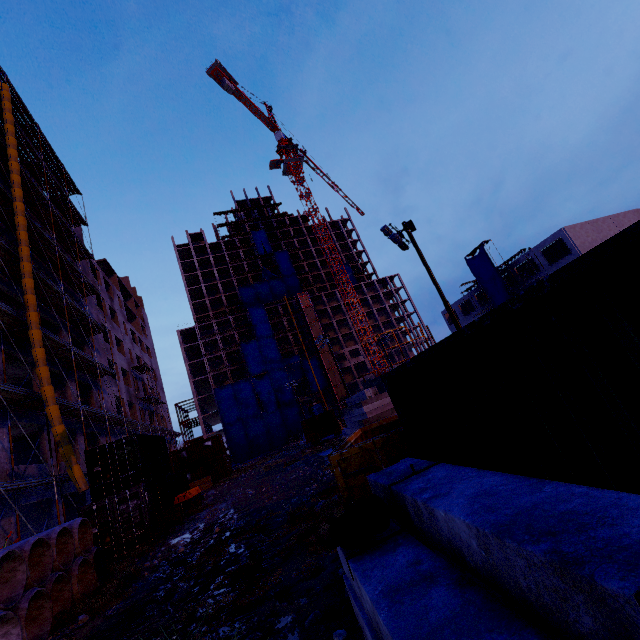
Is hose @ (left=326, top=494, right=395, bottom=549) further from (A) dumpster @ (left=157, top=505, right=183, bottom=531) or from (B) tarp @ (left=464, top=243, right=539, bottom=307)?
(B) tarp @ (left=464, top=243, right=539, bottom=307)

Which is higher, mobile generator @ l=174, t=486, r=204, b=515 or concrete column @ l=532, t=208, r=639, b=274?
concrete column @ l=532, t=208, r=639, b=274

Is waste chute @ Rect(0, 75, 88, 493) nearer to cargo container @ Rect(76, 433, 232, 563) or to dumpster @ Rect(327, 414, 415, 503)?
cargo container @ Rect(76, 433, 232, 563)

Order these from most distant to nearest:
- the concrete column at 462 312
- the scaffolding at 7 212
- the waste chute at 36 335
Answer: the concrete column at 462 312, the scaffolding at 7 212, the waste chute at 36 335

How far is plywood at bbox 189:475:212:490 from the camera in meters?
30.9

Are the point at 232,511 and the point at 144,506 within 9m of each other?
yes

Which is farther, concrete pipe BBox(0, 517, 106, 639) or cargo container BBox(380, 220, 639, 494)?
concrete pipe BBox(0, 517, 106, 639)

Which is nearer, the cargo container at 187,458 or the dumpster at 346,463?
the dumpster at 346,463
